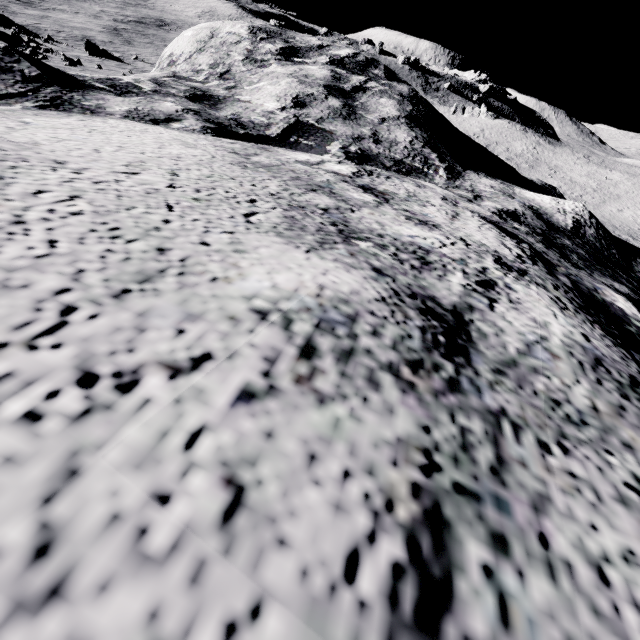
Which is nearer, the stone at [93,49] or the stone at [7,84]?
the stone at [7,84]

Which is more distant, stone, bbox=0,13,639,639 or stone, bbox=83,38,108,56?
stone, bbox=83,38,108,56

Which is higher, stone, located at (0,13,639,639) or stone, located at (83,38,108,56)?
stone, located at (0,13,639,639)

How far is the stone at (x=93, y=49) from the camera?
36.9m

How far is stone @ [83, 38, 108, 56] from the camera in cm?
3694

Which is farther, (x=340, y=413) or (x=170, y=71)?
(x=170, y=71)
